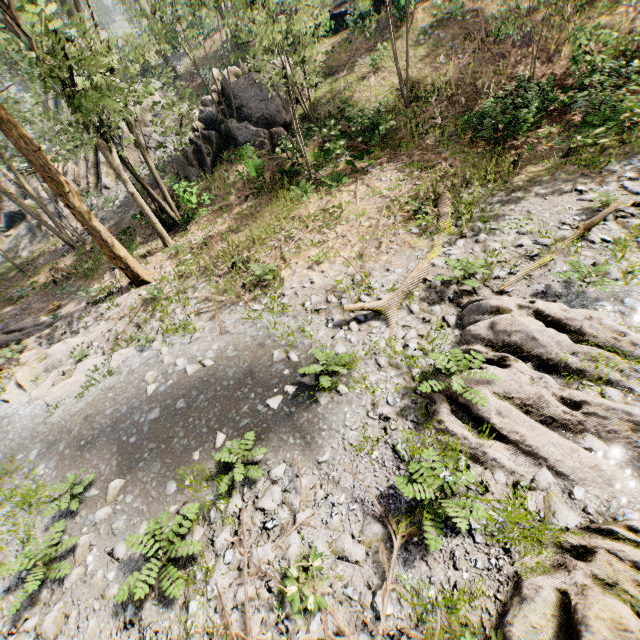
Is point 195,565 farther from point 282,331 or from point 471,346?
point 471,346

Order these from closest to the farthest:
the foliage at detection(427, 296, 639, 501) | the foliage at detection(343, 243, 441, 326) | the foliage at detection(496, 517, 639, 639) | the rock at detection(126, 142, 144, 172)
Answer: the foliage at detection(496, 517, 639, 639), the foliage at detection(427, 296, 639, 501), the foliage at detection(343, 243, 441, 326), the rock at detection(126, 142, 144, 172)

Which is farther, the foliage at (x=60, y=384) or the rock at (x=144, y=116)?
the rock at (x=144, y=116)

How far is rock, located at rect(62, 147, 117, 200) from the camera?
23.9 meters

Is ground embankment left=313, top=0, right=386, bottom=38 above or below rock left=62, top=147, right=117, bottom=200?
above

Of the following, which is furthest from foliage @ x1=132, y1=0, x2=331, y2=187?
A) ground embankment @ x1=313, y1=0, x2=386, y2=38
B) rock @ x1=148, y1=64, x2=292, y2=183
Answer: rock @ x1=148, y1=64, x2=292, y2=183

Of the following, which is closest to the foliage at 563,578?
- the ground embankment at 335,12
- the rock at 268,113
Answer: the ground embankment at 335,12
